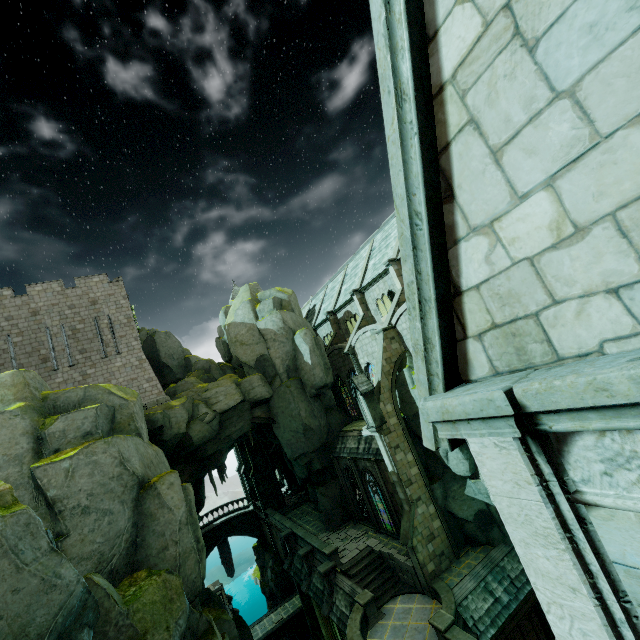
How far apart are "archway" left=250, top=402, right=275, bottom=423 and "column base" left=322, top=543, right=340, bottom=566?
10.0m

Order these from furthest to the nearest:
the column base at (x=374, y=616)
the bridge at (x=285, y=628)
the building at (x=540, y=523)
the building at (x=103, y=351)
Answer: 1. the bridge at (x=285, y=628)
2. the building at (x=103, y=351)
3. the column base at (x=374, y=616)
4. the building at (x=540, y=523)

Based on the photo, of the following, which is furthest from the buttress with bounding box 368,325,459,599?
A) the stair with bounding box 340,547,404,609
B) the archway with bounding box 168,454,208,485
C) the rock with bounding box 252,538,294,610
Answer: the rock with bounding box 252,538,294,610

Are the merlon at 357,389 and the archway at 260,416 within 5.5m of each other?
no

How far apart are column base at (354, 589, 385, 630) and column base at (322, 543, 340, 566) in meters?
3.4 m

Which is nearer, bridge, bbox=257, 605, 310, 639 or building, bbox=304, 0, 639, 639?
building, bbox=304, 0, 639, 639

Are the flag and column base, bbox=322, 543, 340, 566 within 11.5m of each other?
no

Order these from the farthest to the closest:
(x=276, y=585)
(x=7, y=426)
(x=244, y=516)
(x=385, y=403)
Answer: (x=244, y=516) < (x=276, y=585) < (x=385, y=403) < (x=7, y=426)
